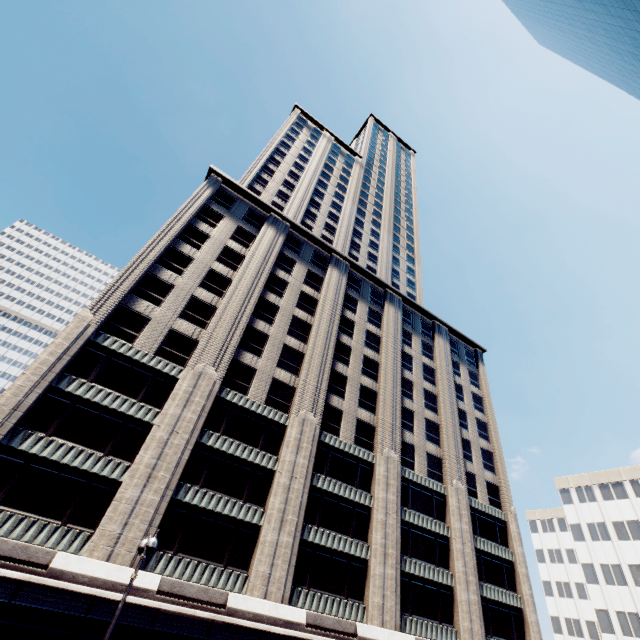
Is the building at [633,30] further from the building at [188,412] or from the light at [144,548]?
the building at [188,412]

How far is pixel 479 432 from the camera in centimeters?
4397cm

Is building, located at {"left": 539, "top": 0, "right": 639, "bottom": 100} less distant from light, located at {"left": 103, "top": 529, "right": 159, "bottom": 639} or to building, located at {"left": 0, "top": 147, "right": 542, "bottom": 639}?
light, located at {"left": 103, "top": 529, "right": 159, "bottom": 639}

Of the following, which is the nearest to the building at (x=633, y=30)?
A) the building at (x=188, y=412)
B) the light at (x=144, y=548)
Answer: the light at (x=144, y=548)

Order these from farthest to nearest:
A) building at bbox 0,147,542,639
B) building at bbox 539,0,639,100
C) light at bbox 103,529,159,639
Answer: building at bbox 539,0,639,100, building at bbox 0,147,542,639, light at bbox 103,529,159,639

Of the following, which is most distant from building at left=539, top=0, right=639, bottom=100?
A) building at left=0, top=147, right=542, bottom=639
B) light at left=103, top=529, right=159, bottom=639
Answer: building at left=0, top=147, right=542, bottom=639
